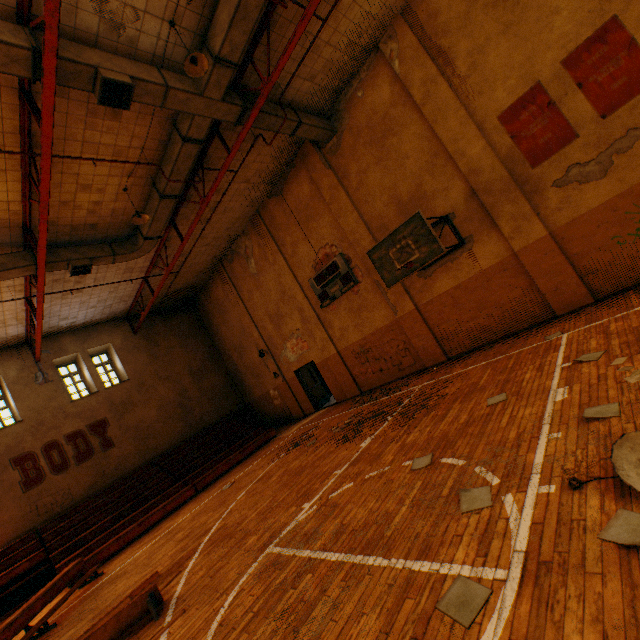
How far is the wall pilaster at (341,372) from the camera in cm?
1320

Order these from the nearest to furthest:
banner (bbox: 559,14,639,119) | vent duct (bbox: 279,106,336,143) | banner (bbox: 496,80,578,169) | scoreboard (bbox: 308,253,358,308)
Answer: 1. banner (bbox: 559,14,639,119)
2. banner (bbox: 496,80,578,169)
3. vent duct (bbox: 279,106,336,143)
4. scoreboard (bbox: 308,253,358,308)

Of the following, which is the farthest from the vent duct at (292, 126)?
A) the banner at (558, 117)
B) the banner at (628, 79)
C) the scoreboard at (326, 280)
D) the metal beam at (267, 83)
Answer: the banner at (628, 79)

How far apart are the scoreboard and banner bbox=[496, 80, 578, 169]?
5.8 meters

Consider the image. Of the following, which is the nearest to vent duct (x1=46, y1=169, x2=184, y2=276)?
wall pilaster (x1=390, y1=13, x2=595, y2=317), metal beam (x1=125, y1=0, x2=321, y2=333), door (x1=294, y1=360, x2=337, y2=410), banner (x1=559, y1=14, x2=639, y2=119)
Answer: metal beam (x1=125, y1=0, x2=321, y2=333)

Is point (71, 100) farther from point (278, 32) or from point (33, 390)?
point (33, 390)

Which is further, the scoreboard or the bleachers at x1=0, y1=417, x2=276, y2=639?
the scoreboard

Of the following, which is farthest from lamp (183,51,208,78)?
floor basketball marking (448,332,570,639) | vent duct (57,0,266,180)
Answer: floor basketball marking (448,332,570,639)
